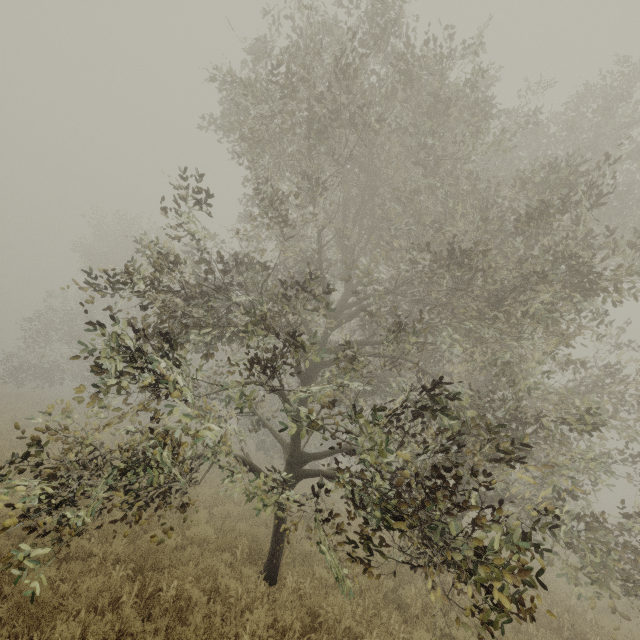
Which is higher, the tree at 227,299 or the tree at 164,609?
the tree at 227,299

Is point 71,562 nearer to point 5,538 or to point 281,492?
point 5,538

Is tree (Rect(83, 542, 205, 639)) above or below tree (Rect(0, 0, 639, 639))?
below
